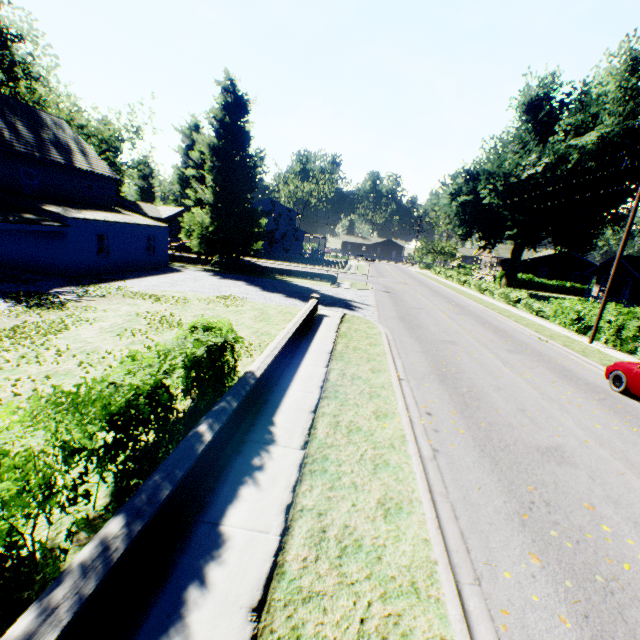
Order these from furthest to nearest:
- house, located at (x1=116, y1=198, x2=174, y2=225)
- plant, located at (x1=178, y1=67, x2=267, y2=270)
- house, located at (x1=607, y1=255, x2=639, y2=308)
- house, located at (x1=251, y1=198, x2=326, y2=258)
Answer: house, located at (x1=116, y1=198, x2=174, y2=225) < house, located at (x1=251, y1=198, x2=326, y2=258) < house, located at (x1=607, y1=255, x2=639, y2=308) < plant, located at (x1=178, y1=67, x2=267, y2=270)

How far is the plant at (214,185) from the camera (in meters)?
26.56

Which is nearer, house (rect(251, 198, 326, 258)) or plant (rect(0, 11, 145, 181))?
plant (rect(0, 11, 145, 181))

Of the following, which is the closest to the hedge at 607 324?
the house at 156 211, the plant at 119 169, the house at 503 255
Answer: the plant at 119 169

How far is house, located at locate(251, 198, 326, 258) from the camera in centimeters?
5053cm

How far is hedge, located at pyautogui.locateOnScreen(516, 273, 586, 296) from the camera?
48.4 meters

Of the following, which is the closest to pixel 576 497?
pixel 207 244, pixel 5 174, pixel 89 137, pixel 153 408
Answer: pixel 153 408

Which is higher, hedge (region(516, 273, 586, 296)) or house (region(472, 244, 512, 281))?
house (region(472, 244, 512, 281))
